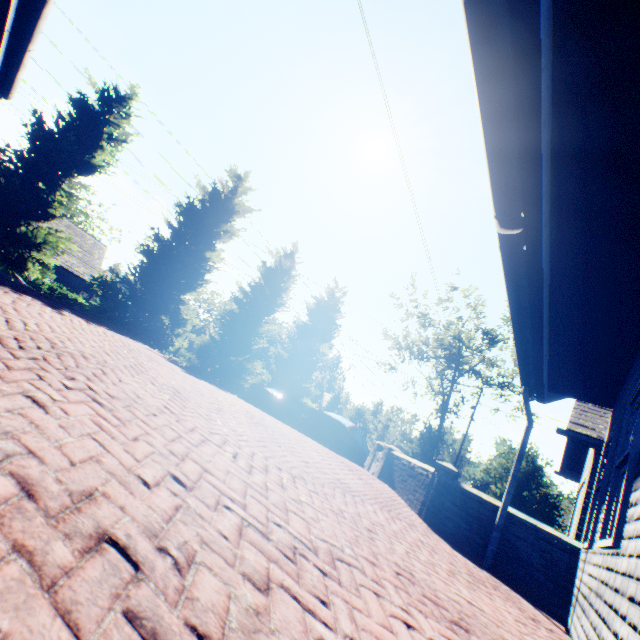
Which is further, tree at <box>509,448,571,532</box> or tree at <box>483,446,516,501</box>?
tree at <box>483,446,516,501</box>

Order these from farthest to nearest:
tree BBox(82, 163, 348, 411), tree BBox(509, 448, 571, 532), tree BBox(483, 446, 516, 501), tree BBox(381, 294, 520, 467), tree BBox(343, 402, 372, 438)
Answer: tree BBox(343, 402, 372, 438) < tree BBox(381, 294, 520, 467) < tree BBox(483, 446, 516, 501) < tree BBox(509, 448, 571, 532) < tree BBox(82, 163, 348, 411)

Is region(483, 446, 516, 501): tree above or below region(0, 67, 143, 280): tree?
above

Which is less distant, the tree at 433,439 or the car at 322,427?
the car at 322,427

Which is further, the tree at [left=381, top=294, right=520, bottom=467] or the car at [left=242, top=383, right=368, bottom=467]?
the tree at [left=381, top=294, right=520, bottom=467]

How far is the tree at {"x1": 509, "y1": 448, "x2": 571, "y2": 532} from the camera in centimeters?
1548cm

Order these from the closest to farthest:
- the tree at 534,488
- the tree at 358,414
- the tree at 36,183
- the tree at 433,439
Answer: the tree at 36,183, the tree at 534,488, the tree at 433,439, the tree at 358,414

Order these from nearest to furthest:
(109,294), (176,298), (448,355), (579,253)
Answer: (579,253) < (109,294) < (176,298) < (448,355)
